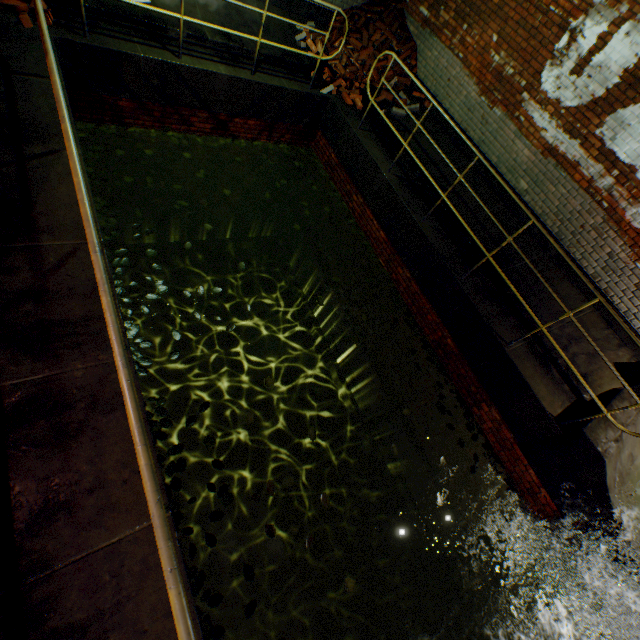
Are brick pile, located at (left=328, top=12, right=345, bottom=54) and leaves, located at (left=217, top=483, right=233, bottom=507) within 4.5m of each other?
no

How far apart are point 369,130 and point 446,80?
2.2 meters

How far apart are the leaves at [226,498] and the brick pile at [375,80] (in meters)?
8.21

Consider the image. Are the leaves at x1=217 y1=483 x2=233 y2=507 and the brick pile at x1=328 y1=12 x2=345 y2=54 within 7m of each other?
no

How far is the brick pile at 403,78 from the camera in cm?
752

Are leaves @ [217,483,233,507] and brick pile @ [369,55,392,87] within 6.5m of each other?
no

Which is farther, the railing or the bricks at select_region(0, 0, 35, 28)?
the bricks at select_region(0, 0, 35, 28)

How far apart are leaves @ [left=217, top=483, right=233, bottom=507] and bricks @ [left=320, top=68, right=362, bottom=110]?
7.32m
